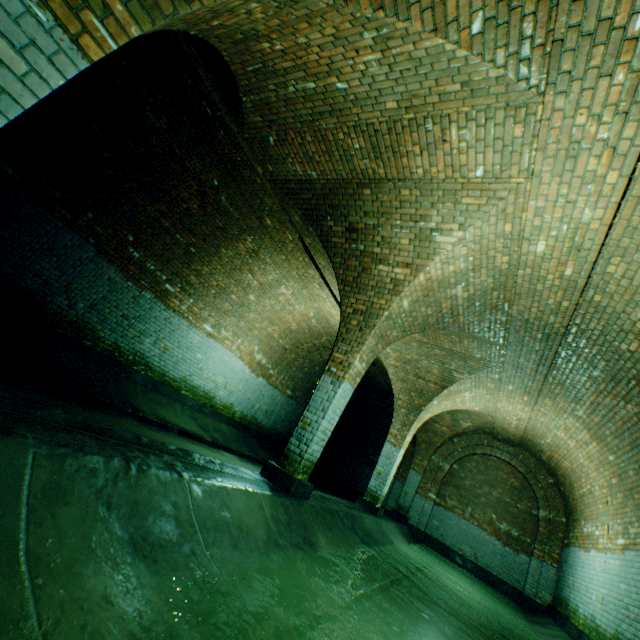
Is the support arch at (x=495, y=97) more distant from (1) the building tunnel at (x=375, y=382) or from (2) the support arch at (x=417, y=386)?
(2) the support arch at (x=417, y=386)

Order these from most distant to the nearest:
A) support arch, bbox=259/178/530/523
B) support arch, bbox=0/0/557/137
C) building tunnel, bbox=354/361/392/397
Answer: building tunnel, bbox=354/361/392/397, support arch, bbox=259/178/530/523, support arch, bbox=0/0/557/137

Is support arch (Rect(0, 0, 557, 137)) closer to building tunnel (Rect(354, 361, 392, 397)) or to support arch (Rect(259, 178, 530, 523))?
building tunnel (Rect(354, 361, 392, 397))

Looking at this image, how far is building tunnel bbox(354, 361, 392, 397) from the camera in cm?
1257

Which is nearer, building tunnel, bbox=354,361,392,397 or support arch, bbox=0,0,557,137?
support arch, bbox=0,0,557,137

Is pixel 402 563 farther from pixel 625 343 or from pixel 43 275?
pixel 43 275

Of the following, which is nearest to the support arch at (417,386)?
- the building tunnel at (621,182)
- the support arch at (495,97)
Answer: the building tunnel at (621,182)
